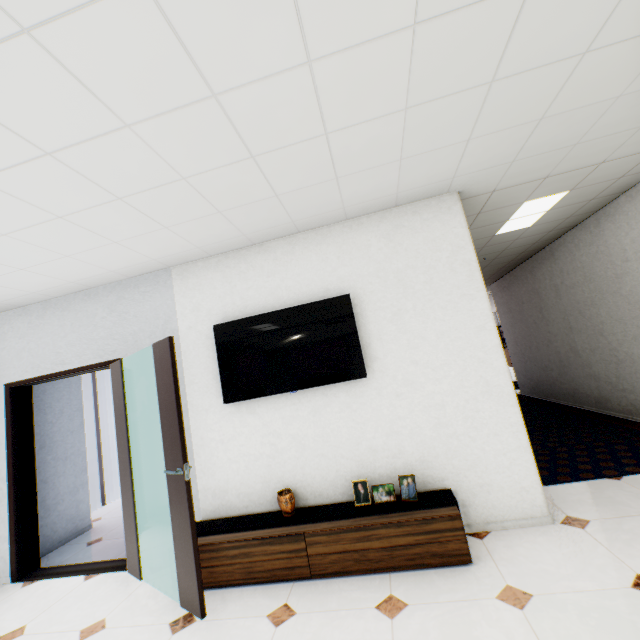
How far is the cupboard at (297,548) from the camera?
2.4 meters

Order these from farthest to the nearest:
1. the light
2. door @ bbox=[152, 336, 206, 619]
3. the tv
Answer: the light < the tv < door @ bbox=[152, 336, 206, 619]

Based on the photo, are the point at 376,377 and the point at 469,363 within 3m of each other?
yes

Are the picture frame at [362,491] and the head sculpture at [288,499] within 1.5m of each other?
yes

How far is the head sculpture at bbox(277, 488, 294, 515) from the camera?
2.8 meters

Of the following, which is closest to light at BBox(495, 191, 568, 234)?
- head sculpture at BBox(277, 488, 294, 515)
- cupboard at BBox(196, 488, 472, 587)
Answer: cupboard at BBox(196, 488, 472, 587)

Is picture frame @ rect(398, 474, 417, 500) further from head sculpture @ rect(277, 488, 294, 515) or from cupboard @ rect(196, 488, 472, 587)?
head sculpture @ rect(277, 488, 294, 515)

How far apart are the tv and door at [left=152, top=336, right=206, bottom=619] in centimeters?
60cm
